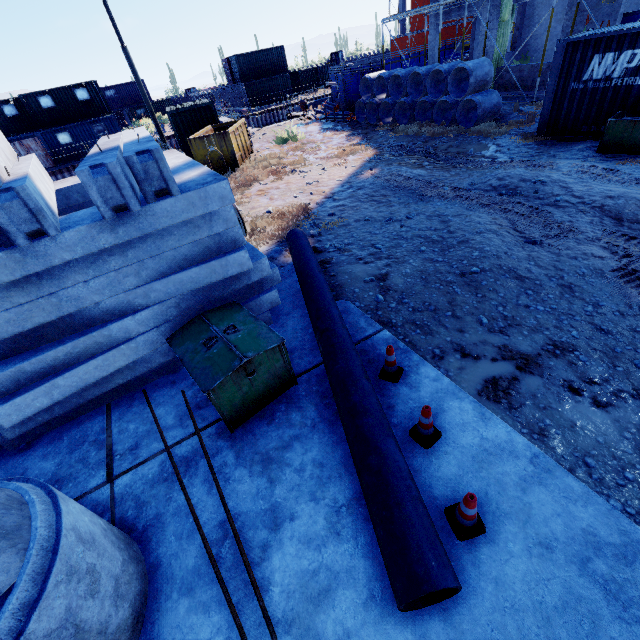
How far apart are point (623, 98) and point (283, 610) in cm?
1360

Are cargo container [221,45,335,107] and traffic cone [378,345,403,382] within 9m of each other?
no

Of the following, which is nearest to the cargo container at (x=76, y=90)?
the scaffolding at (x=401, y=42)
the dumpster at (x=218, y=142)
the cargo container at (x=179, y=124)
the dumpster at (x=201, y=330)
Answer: the scaffolding at (x=401, y=42)

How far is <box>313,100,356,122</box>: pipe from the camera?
19.8m

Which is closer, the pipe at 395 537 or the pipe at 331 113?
the pipe at 395 537

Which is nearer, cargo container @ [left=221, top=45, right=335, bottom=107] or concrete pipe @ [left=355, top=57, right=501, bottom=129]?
concrete pipe @ [left=355, top=57, right=501, bottom=129]

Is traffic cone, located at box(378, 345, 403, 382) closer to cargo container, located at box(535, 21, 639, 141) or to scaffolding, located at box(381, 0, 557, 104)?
cargo container, located at box(535, 21, 639, 141)

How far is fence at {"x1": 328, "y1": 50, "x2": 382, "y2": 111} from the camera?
19.09m
